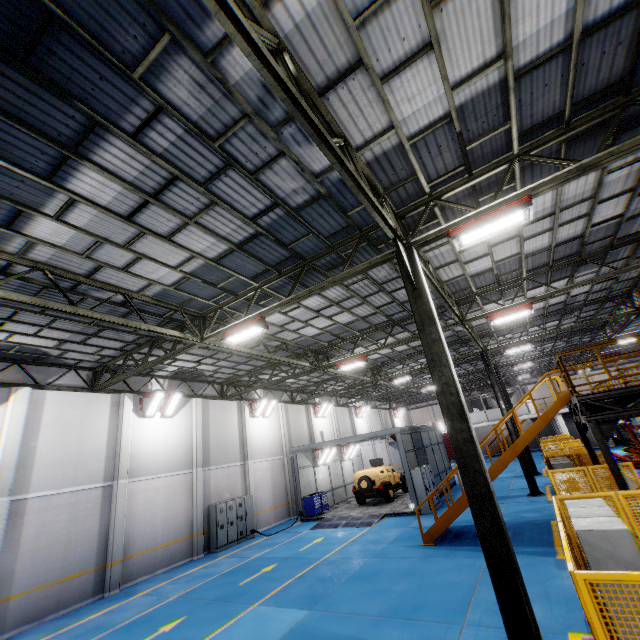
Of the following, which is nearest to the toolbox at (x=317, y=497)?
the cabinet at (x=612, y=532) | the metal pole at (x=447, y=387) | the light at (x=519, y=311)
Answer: the light at (x=519, y=311)

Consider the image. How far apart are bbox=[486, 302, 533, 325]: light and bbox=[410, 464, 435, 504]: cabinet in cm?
916

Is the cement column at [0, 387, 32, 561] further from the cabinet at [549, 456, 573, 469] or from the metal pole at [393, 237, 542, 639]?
the cabinet at [549, 456, 573, 469]

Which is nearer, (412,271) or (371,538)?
Result: (412,271)

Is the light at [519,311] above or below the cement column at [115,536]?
above

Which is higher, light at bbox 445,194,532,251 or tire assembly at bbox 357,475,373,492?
light at bbox 445,194,532,251

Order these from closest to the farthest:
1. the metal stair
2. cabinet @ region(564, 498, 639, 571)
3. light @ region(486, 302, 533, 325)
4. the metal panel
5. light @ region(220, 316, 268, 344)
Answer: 1. the metal panel
2. cabinet @ region(564, 498, 639, 571)
3. light @ region(220, 316, 268, 344)
4. the metal stair
5. light @ region(486, 302, 533, 325)

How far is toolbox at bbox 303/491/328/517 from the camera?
20.6 meters
